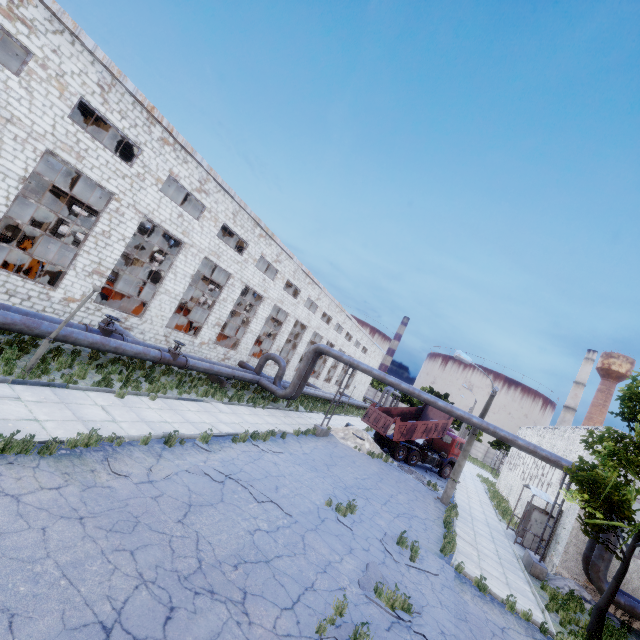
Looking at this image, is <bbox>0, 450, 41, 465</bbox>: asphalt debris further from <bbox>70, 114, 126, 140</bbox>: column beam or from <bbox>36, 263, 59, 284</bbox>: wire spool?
<bbox>36, 263, 59, 284</bbox>: wire spool

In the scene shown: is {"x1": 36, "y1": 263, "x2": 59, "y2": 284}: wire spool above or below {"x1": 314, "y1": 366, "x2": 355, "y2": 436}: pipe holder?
above

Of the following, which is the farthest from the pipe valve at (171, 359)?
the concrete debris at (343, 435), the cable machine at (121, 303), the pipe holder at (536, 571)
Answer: the pipe holder at (536, 571)

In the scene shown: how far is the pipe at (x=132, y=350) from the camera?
11.57m

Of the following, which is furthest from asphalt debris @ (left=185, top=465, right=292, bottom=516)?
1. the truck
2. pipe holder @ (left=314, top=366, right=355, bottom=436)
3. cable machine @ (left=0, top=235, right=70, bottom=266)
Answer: cable machine @ (left=0, top=235, right=70, bottom=266)

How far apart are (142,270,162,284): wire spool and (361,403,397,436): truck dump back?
19.1 meters

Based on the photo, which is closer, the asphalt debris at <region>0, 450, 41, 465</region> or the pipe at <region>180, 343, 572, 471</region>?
the asphalt debris at <region>0, 450, 41, 465</region>

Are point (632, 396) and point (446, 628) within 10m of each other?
no
